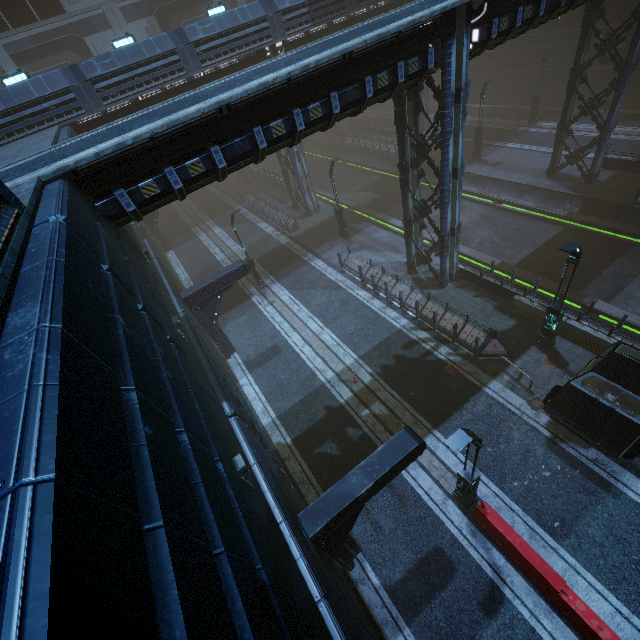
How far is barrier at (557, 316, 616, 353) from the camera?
13.1 meters

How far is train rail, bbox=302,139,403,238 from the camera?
27.6m

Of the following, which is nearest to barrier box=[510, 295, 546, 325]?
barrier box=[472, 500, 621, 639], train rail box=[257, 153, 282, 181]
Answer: barrier box=[472, 500, 621, 639]

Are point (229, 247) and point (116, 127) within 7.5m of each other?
no

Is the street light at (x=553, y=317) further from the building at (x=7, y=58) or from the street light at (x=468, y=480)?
the street light at (x=468, y=480)

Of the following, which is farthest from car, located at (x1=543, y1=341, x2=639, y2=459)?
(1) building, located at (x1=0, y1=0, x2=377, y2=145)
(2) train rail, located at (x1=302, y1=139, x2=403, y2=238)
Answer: (2) train rail, located at (x1=302, y1=139, x2=403, y2=238)

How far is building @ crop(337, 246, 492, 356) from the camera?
15.1m

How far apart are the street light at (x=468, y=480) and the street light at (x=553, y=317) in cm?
691
